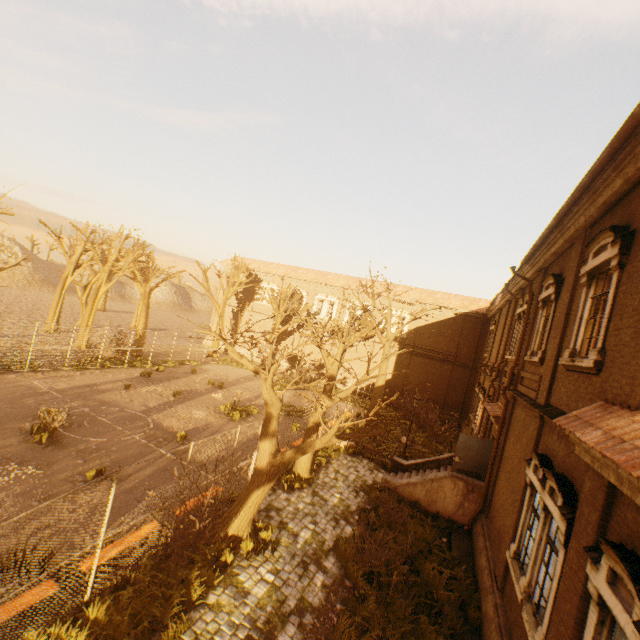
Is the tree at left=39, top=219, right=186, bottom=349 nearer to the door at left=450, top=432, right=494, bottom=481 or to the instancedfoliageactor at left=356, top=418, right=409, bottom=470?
the instancedfoliageactor at left=356, top=418, right=409, bottom=470

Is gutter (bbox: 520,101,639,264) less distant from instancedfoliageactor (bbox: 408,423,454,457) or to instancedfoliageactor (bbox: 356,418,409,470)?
instancedfoliageactor (bbox: 356,418,409,470)

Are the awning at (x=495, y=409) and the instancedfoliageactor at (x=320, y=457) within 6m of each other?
no

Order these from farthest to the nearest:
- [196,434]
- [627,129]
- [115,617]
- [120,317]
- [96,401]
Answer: [120,317]
[96,401]
[196,434]
[115,617]
[627,129]

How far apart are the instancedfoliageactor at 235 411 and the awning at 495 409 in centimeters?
1309cm

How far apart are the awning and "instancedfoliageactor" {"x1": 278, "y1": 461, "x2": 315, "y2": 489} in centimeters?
742cm

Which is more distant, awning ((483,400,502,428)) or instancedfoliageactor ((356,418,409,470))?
instancedfoliageactor ((356,418,409,470))

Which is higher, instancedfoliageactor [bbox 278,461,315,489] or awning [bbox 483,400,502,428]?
awning [bbox 483,400,502,428]
